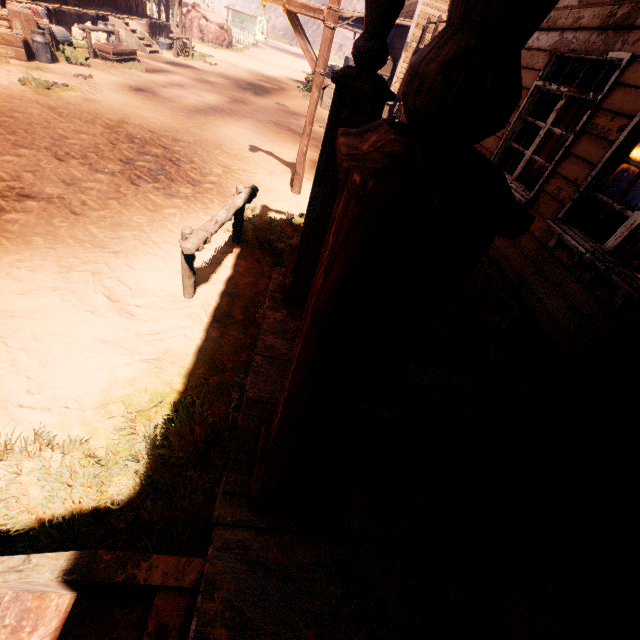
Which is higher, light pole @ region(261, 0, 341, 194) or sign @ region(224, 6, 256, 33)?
A: light pole @ region(261, 0, 341, 194)

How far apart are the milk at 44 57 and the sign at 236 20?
28.32m

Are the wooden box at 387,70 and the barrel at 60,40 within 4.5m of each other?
no

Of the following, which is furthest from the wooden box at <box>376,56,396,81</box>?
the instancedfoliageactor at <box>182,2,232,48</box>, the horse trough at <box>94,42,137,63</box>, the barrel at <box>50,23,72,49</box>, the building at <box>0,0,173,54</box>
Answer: the instancedfoliageactor at <box>182,2,232,48</box>

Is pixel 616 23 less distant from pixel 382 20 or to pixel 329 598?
pixel 382 20

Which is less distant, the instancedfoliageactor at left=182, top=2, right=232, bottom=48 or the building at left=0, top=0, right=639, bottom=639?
the building at left=0, top=0, right=639, bottom=639

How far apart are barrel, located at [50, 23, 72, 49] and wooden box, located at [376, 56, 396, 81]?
11.8m

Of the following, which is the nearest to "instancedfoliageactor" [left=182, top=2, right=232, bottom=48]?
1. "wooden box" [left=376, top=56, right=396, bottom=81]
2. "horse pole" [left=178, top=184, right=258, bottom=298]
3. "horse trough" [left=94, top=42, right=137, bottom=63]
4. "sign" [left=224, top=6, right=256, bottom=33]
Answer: "sign" [left=224, top=6, right=256, bottom=33]
